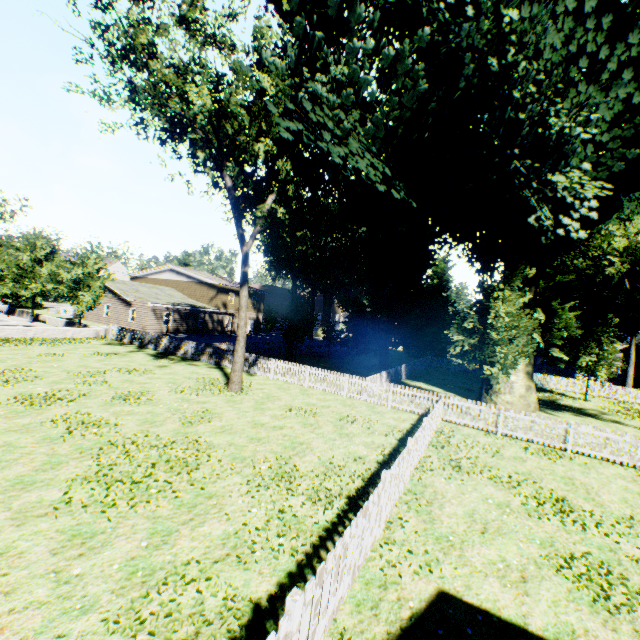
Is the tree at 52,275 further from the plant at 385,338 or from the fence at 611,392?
the plant at 385,338

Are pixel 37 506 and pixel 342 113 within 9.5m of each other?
no

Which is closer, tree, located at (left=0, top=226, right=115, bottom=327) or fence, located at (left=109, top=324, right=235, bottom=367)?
fence, located at (left=109, top=324, right=235, bottom=367)

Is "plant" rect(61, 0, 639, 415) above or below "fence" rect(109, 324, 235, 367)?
above

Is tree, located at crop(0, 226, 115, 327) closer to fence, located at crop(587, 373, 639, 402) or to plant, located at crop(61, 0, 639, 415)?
fence, located at crop(587, 373, 639, 402)

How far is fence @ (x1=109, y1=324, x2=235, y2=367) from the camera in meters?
22.2 m

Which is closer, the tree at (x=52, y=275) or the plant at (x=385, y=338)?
the plant at (x=385, y=338)

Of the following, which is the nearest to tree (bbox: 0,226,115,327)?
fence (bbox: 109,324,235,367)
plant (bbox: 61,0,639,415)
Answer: fence (bbox: 109,324,235,367)
